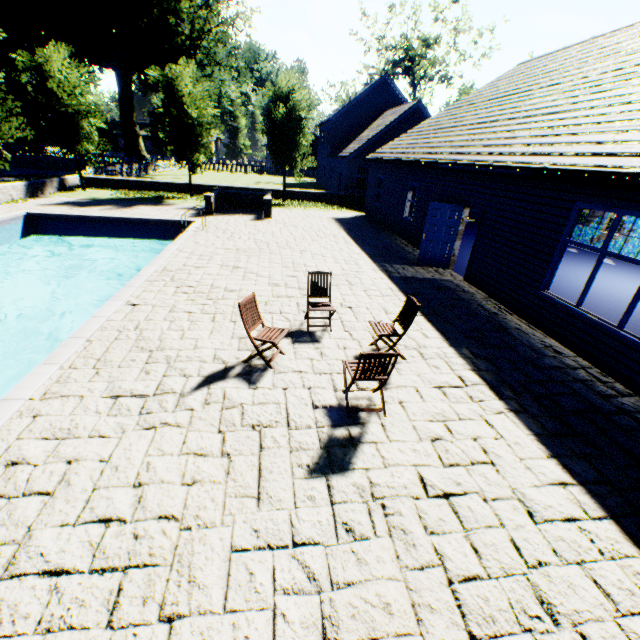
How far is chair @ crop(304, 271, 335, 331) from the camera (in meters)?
6.59

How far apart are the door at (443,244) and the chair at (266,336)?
7.7m

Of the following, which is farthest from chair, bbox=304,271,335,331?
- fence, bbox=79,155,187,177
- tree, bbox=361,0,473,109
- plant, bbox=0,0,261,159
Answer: fence, bbox=79,155,187,177

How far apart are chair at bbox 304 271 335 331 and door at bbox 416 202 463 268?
5.97m

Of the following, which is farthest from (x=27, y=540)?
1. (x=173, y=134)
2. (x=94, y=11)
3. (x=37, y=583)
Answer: (x=94, y=11)

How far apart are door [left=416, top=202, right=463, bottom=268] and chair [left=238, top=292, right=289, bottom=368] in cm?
771

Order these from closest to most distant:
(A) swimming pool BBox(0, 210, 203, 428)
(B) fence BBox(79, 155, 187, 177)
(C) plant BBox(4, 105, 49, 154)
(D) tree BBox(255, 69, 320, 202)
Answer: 1. (A) swimming pool BBox(0, 210, 203, 428)
2. (D) tree BBox(255, 69, 320, 202)
3. (B) fence BBox(79, 155, 187, 177)
4. (C) plant BBox(4, 105, 49, 154)

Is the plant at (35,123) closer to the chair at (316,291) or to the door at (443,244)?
the chair at (316,291)
